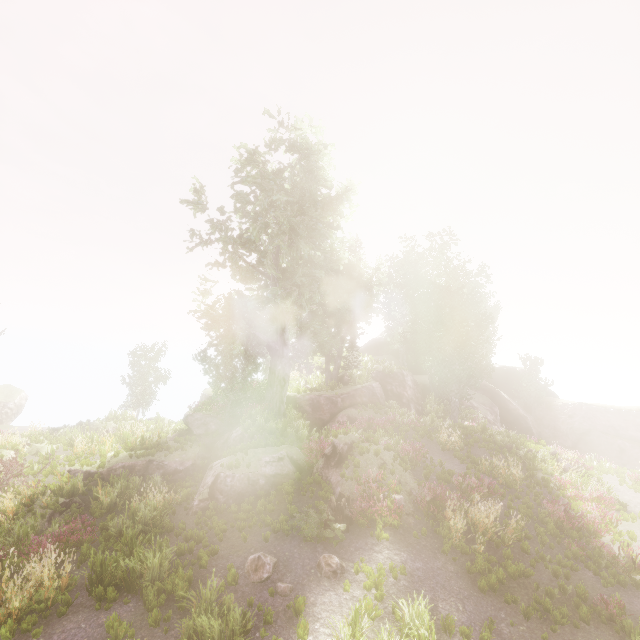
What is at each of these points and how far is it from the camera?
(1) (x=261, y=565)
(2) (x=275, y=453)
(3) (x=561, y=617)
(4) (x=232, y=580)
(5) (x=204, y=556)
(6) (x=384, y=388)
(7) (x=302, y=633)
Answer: (1) instancedfoliageactor, 9.2m
(2) rock, 15.5m
(3) instancedfoliageactor, 8.6m
(4) instancedfoliageactor, 8.5m
(5) instancedfoliageactor, 9.7m
(6) rock, 28.0m
(7) instancedfoliageactor, 7.2m

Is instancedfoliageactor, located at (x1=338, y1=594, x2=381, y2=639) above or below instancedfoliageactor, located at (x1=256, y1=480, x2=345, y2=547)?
below

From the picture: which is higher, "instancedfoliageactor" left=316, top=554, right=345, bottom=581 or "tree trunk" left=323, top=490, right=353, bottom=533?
"tree trunk" left=323, top=490, right=353, bottom=533

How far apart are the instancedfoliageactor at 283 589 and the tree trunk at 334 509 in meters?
2.1 m

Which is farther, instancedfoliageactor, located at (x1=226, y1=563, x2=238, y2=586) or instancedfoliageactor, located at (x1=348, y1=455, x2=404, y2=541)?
instancedfoliageactor, located at (x1=348, y1=455, x2=404, y2=541)

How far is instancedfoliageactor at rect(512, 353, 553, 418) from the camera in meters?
37.2

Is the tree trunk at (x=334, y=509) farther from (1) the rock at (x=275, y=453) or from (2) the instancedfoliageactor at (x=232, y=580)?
(2) the instancedfoliageactor at (x=232, y=580)
